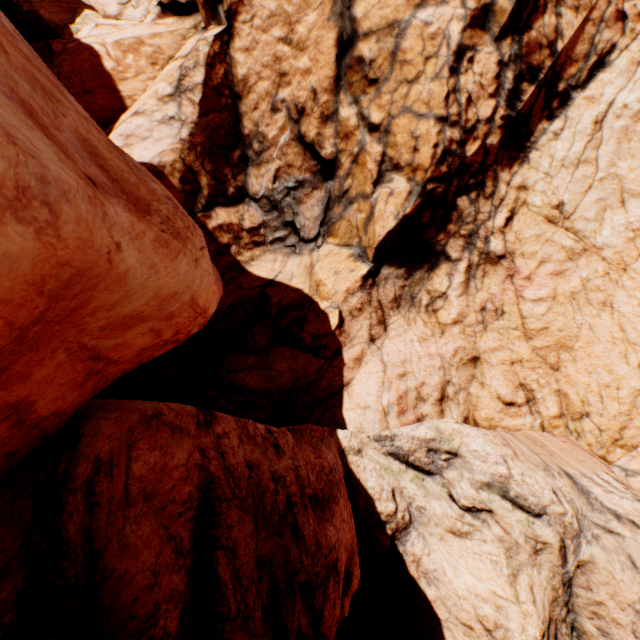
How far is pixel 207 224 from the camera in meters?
14.1 m
